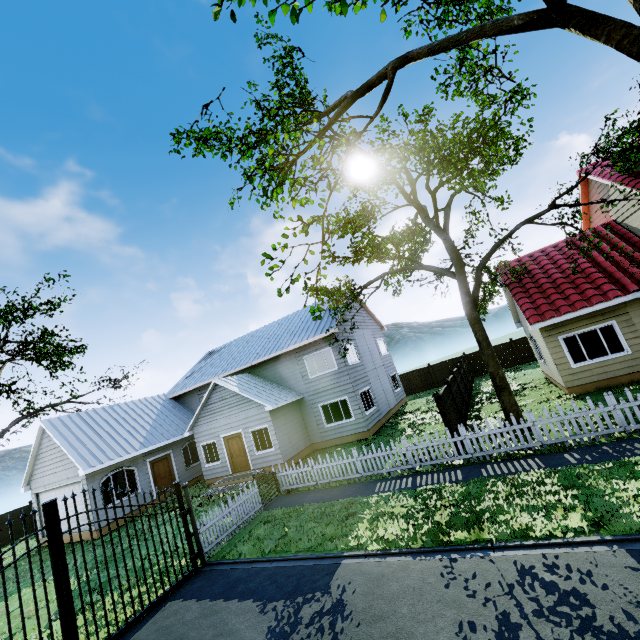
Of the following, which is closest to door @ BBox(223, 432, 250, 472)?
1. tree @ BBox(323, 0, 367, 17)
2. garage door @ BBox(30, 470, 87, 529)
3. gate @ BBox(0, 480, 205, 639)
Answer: garage door @ BBox(30, 470, 87, 529)

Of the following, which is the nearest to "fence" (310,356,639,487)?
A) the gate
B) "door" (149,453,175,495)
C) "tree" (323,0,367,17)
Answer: "tree" (323,0,367,17)

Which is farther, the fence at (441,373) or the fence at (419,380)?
the fence at (419,380)

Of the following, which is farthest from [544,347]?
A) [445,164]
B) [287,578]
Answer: [287,578]

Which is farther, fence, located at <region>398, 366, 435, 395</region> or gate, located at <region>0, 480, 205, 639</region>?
fence, located at <region>398, 366, 435, 395</region>

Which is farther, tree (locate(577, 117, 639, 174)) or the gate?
tree (locate(577, 117, 639, 174))

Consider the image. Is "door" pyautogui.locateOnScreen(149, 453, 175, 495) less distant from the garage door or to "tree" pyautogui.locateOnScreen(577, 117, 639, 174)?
the garage door

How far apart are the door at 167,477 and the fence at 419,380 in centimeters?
1962cm
